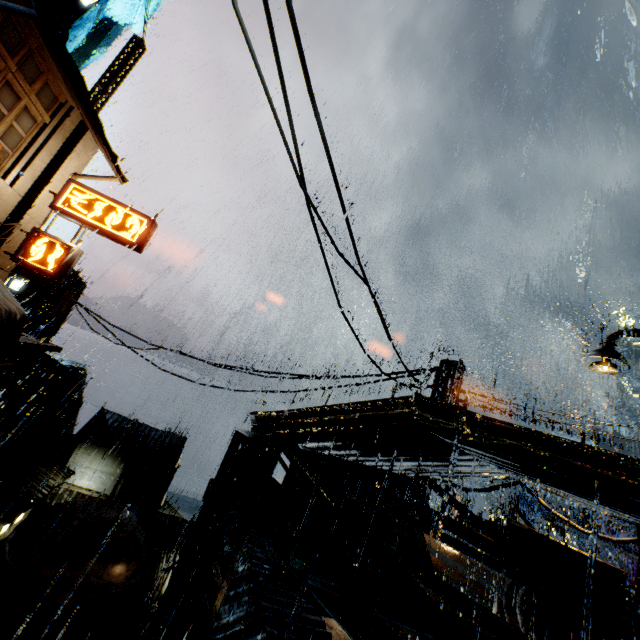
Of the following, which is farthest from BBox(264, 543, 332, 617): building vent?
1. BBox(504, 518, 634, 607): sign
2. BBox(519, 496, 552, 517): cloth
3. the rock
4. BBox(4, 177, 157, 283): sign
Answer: the rock

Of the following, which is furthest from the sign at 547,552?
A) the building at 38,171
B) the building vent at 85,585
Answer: the building vent at 85,585

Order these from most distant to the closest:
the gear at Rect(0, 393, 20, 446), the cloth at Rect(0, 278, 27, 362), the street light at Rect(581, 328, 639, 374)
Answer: the gear at Rect(0, 393, 20, 446) → the cloth at Rect(0, 278, 27, 362) → the street light at Rect(581, 328, 639, 374)

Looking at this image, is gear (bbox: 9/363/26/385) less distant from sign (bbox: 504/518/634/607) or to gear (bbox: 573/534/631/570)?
sign (bbox: 504/518/634/607)

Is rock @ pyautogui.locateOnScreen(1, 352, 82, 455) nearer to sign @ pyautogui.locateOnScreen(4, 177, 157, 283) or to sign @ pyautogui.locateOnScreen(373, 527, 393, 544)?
sign @ pyautogui.locateOnScreen(4, 177, 157, 283)

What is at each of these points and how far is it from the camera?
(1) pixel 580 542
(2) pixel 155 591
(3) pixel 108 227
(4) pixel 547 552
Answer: (1) gear, 40.2 meters
(2) building, 26.1 meters
(3) sign, 14.5 meters
(4) sign, 9.3 meters

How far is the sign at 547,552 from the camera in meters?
8.3

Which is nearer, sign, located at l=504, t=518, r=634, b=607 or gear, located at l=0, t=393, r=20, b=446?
sign, located at l=504, t=518, r=634, b=607
